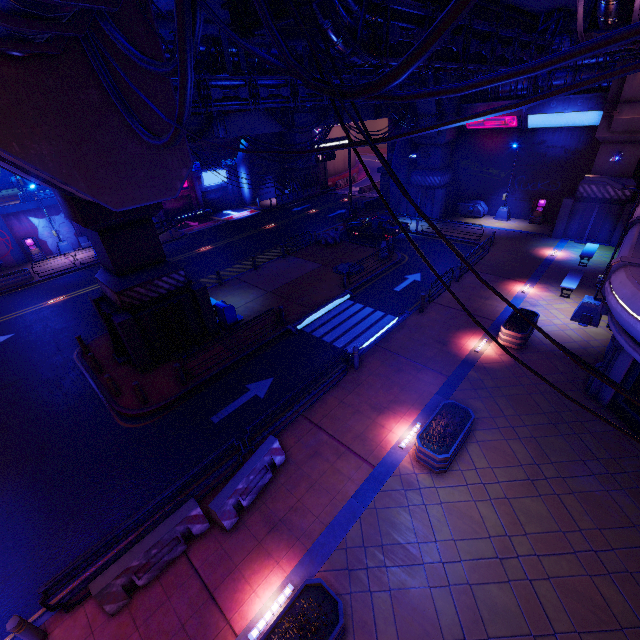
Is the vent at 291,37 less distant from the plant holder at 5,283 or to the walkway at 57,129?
the walkway at 57,129

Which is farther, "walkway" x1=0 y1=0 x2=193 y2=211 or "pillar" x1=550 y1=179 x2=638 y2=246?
"pillar" x1=550 y1=179 x2=638 y2=246

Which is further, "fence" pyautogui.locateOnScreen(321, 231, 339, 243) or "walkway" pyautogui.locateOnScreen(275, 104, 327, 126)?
"fence" pyautogui.locateOnScreen(321, 231, 339, 243)

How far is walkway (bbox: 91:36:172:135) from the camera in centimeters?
723cm

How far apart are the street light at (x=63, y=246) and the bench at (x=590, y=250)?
39.59m

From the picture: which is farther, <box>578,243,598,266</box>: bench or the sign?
the sign

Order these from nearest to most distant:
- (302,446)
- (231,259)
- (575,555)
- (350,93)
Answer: (350,93) → (575,555) → (302,446) → (231,259)

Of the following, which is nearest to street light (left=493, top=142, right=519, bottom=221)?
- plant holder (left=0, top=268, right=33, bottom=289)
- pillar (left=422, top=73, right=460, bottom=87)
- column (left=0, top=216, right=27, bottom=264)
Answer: pillar (left=422, top=73, right=460, bottom=87)
